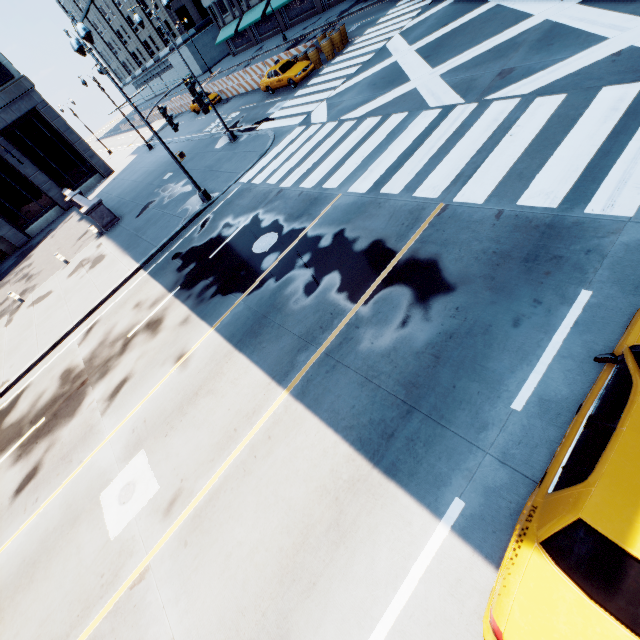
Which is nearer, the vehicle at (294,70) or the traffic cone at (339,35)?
the vehicle at (294,70)

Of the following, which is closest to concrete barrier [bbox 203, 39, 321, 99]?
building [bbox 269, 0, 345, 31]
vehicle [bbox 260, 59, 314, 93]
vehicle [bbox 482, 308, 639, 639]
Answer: vehicle [bbox 260, 59, 314, 93]

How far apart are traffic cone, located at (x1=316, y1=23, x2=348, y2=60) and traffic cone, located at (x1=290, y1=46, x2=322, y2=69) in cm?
143

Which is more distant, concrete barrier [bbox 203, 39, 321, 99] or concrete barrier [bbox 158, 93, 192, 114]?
concrete barrier [bbox 158, 93, 192, 114]

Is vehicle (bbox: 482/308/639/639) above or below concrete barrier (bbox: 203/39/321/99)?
above

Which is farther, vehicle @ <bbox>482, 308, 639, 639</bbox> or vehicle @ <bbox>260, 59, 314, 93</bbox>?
vehicle @ <bbox>260, 59, 314, 93</bbox>

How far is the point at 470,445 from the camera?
4.8m

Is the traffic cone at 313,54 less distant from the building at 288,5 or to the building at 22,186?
the building at 288,5
